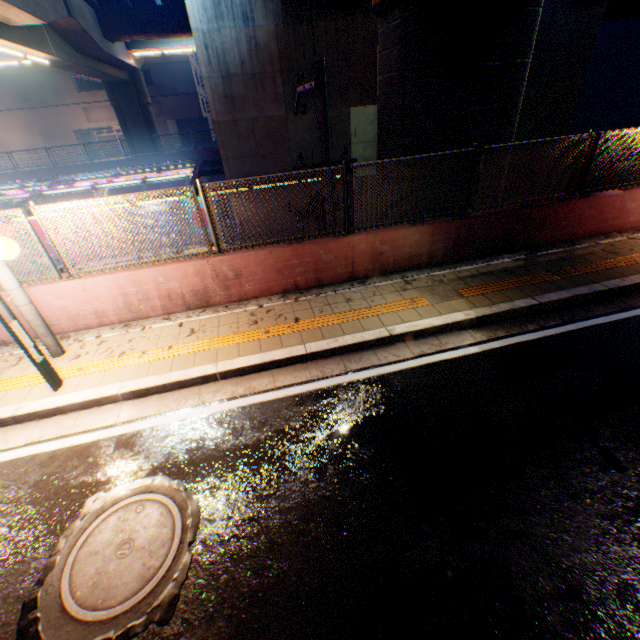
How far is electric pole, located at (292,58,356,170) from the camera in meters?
6.5

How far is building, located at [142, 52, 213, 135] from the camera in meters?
36.8

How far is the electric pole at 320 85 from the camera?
6.47m

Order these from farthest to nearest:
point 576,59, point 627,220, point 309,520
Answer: point 576,59 < point 627,220 < point 309,520

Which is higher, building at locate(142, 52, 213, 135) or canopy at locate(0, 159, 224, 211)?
building at locate(142, 52, 213, 135)

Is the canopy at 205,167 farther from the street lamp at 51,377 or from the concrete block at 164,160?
the street lamp at 51,377

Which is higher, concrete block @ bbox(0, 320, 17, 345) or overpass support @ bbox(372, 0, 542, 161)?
overpass support @ bbox(372, 0, 542, 161)

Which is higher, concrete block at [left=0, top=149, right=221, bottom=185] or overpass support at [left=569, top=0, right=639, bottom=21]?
overpass support at [left=569, top=0, right=639, bottom=21]
